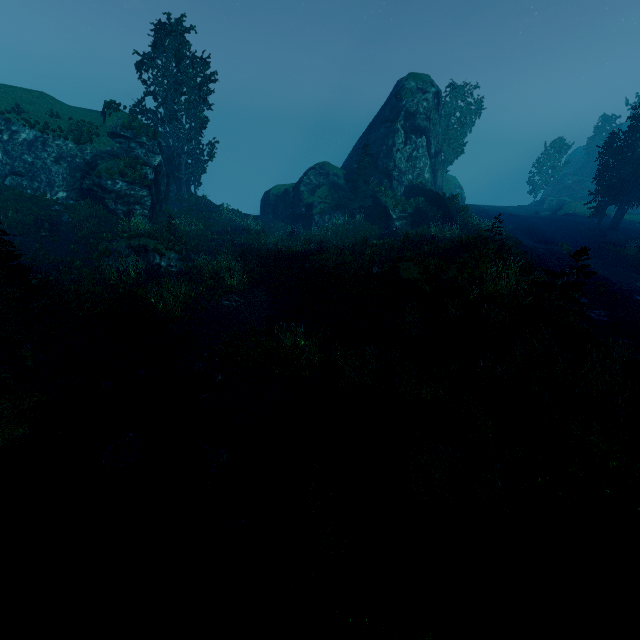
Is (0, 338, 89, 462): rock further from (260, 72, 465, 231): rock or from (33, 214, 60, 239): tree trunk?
(260, 72, 465, 231): rock

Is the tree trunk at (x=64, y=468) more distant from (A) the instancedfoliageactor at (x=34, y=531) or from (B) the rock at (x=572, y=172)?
(B) the rock at (x=572, y=172)

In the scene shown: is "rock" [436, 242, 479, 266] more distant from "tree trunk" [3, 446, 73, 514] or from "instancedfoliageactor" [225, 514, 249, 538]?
"tree trunk" [3, 446, 73, 514]

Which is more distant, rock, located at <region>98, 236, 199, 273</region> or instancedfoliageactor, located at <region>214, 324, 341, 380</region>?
rock, located at <region>98, 236, 199, 273</region>

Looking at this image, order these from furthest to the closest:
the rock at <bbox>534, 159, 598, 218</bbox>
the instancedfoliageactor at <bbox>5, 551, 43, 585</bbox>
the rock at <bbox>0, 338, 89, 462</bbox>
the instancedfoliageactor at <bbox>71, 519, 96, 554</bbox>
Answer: the rock at <bbox>534, 159, 598, 218</bbox> < the rock at <bbox>0, 338, 89, 462</bbox> < the instancedfoliageactor at <bbox>71, 519, 96, 554</bbox> < the instancedfoliageactor at <bbox>5, 551, 43, 585</bbox>

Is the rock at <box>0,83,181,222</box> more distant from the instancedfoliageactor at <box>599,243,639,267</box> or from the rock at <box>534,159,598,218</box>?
the rock at <box>534,159,598,218</box>

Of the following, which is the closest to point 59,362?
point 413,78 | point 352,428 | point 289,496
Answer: point 289,496

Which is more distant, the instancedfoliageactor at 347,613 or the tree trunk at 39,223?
the tree trunk at 39,223
